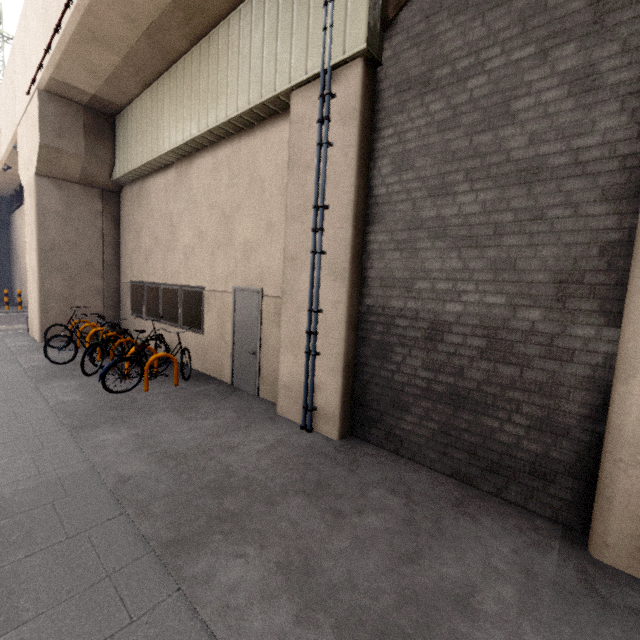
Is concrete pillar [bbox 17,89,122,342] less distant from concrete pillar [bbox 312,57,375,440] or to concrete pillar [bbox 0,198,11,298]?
concrete pillar [bbox 312,57,375,440]

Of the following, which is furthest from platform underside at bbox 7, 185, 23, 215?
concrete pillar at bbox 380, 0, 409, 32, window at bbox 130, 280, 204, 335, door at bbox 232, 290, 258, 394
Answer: concrete pillar at bbox 380, 0, 409, 32

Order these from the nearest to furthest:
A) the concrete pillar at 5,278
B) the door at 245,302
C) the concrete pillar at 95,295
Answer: the door at 245,302 → the concrete pillar at 95,295 → the concrete pillar at 5,278

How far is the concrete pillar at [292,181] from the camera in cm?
479

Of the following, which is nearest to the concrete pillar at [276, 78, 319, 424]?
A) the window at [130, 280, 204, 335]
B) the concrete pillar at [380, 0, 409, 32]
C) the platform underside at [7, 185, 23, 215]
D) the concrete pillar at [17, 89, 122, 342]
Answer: the concrete pillar at [380, 0, 409, 32]

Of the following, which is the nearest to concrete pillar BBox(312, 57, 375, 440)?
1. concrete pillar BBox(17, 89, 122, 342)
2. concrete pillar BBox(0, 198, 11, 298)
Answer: concrete pillar BBox(17, 89, 122, 342)

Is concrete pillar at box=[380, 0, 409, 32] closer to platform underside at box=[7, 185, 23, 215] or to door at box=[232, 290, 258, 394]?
door at box=[232, 290, 258, 394]

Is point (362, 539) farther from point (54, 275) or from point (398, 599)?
point (54, 275)
